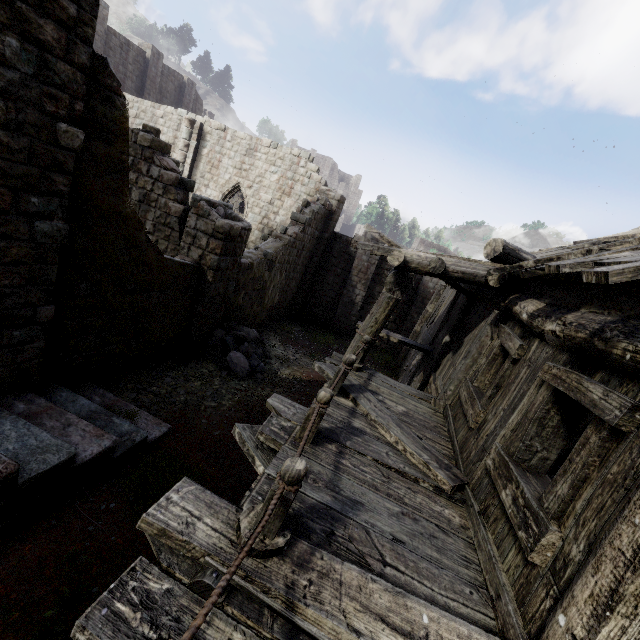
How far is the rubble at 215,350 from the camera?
10.32m

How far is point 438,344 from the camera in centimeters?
1002cm

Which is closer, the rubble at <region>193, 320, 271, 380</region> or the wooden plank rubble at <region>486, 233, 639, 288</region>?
the wooden plank rubble at <region>486, 233, 639, 288</region>

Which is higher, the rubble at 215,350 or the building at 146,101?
the building at 146,101

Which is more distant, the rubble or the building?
the rubble

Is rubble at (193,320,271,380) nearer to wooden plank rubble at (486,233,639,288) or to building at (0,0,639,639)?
building at (0,0,639,639)

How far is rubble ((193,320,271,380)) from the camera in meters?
10.3 m
